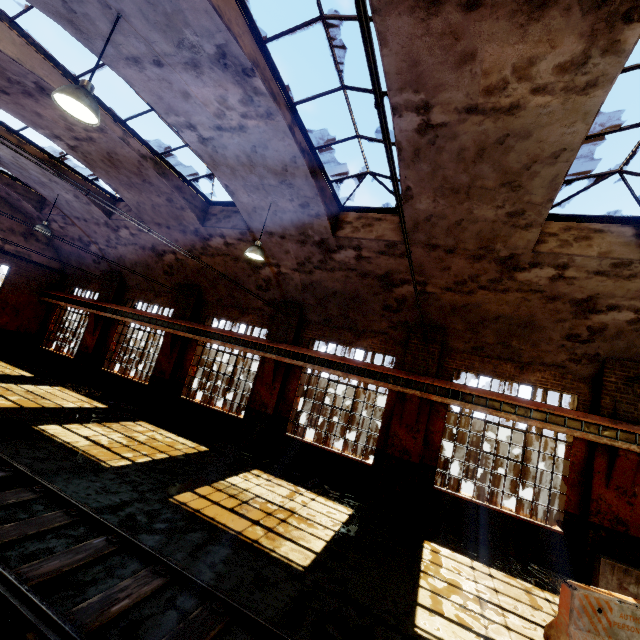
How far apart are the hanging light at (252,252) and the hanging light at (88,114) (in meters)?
4.17

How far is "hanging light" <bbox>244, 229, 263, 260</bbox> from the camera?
8.5 meters

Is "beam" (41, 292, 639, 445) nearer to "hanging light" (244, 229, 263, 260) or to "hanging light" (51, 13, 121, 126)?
"hanging light" (244, 229, 263, 260)

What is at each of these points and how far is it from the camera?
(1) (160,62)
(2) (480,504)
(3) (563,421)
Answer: (1) building, 5.5 meters
(2) building, 8.8 meters
(3) beam, 8.2 meters

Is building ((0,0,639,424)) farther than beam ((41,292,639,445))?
No

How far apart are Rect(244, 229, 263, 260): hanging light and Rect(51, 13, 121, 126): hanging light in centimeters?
417cm

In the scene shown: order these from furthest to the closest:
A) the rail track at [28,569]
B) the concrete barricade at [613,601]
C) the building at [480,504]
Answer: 1. the building at [480,504]
2. the concrete barricade at [613,601]
3. the rail track at [28,569]

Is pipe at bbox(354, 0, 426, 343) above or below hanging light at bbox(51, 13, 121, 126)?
below
